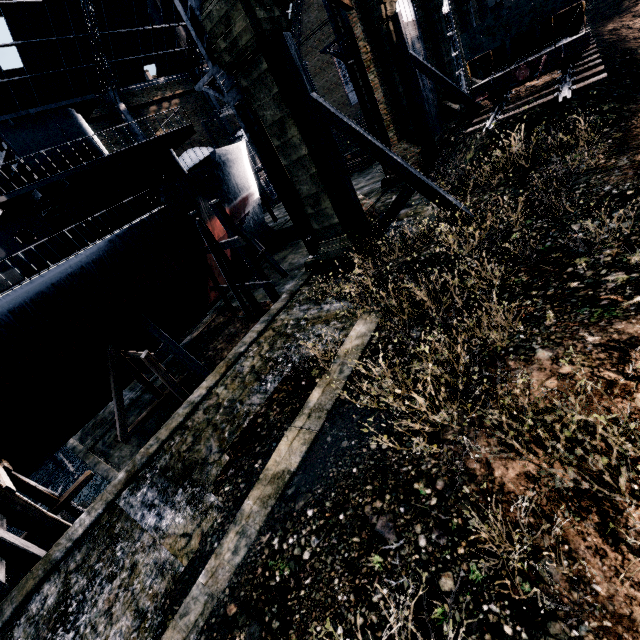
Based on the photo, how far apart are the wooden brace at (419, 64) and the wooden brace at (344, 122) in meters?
11.7

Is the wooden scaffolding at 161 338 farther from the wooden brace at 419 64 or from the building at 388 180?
the wooden brace at 419 64

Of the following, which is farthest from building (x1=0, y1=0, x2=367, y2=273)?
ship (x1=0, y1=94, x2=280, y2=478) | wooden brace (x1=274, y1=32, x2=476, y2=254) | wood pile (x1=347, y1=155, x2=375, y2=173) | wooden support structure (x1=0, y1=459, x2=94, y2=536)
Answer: wooden support structure (x1=0, y1=459, x2=94, y2=536)

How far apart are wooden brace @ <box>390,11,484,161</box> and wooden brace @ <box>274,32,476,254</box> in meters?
11.7 m

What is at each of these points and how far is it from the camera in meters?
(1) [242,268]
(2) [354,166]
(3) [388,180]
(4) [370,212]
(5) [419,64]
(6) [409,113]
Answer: (1) ship, 26.9
(2) wood pile, 37.7
(3) building, 24.5
(4) building, 16.6
(5) wooden brace, 19.7
(6) building, 21.4

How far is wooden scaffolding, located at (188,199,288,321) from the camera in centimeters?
1686cm

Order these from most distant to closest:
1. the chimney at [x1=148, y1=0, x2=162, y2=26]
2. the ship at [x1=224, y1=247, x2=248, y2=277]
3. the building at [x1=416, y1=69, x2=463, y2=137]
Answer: the chimney at [x1=148, y1=0, x2=162, y2=26]
the building at [x1=416, y1=69, x2=463, y2=137]
the ship at [x1=224, y1=247, x2=248, y2=277]

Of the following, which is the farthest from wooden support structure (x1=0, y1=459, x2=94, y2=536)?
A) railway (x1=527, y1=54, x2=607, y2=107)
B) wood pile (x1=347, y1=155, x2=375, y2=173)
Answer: wood pile (x1=347, y1=155, x2=375, y2=173)
